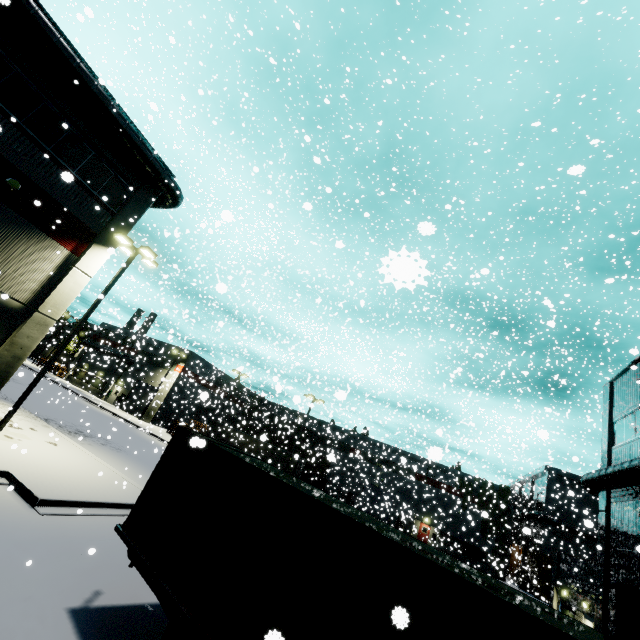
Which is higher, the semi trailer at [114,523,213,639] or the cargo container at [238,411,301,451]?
the cargo container at [238,411,301,451]

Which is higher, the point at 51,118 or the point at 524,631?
the point at 51,118

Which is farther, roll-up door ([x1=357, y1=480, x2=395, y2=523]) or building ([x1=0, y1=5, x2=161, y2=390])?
roll-up door ([x1=357, y1=480, x2=395, y2=523])

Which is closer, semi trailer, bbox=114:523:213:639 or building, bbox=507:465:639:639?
semi trailer, bbox=114:523:213:639

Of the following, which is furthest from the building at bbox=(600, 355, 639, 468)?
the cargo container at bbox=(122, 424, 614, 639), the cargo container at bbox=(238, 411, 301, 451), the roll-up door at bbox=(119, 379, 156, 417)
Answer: the cargo container at bbox=(238, 411, 301, 451)

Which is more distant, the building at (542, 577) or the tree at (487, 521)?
the tree at (487, 521)

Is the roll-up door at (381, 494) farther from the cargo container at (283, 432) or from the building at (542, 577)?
the cargo container at (283, 432)

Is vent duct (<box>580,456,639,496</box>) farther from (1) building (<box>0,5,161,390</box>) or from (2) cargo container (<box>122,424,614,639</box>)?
(2) cargo container (<box>122,424,614,639</box>)
